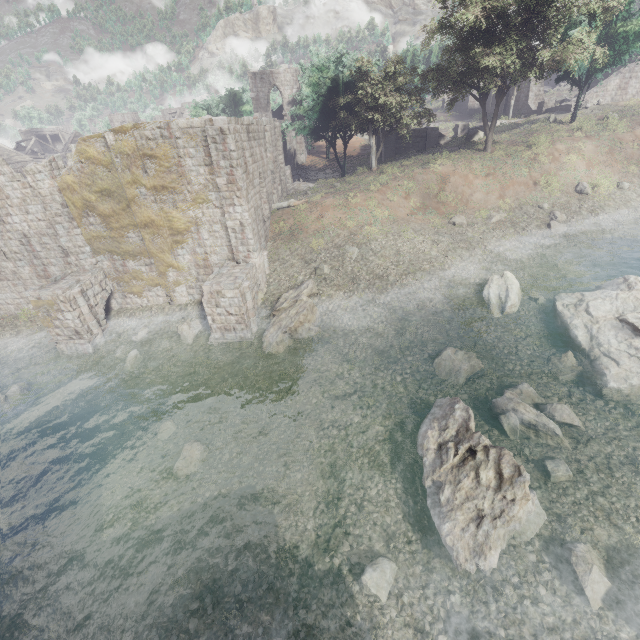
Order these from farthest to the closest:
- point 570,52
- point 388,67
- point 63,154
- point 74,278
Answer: point 63,154 < point 388,67 < point 570,52 < point 74,278

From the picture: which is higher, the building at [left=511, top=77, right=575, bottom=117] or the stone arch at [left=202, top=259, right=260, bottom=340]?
the building at [left=511, top=77, right=575, bottom=117]

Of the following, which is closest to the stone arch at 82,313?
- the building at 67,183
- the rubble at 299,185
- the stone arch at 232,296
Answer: the building at 67,183

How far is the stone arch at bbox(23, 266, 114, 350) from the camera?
16.7 meters

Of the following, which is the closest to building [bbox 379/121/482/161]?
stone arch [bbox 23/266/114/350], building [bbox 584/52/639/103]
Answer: stone arch [bbox 23/266/114/350]

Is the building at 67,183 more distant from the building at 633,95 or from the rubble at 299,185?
the building at 633,95

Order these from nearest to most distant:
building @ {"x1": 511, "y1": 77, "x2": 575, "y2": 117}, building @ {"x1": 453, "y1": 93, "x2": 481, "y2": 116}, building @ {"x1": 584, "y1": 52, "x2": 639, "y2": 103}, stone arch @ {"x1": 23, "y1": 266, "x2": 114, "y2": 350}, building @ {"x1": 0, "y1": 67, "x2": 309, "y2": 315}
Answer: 1. building @ {"x1": 0, "y1": 67, "x2": 309, "y2": 315}
2. stone arch @ {"x1": 23, "y1": 266, "x2": 114, "y2": 350}
3. building @ {"x1": 584, "y1": 52, "x2": 639, "y2": 103}
4. building @ {"x1": 511, "y1": 77, "x2": 575, "y2": 117}
5. building @ {"x1": 453, "y1": 93, "x2": 481, "y2": 116}

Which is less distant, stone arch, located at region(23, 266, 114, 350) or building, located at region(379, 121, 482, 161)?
stone arch, located at region(23, 266, 114, 350)
